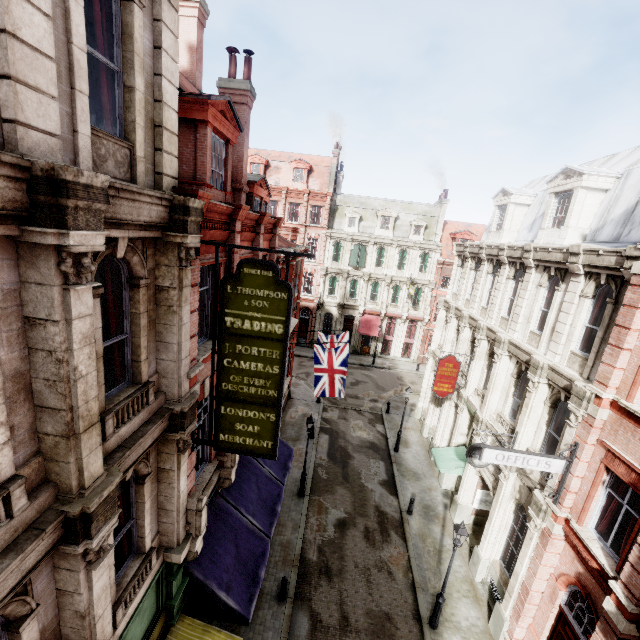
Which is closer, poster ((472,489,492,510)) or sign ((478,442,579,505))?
sign ((478,442,579,505))

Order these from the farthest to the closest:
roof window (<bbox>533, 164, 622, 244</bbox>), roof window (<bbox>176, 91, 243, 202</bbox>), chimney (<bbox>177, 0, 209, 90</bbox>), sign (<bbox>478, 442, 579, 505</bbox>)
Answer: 1. roof window (<bbox>533, 164, 622, 244</bbox>)
2. chimney (<bbox>177, 0, 209, 90</bbox>)
3. sign (<bbox>478, 442, 579, 505</bbox>)
4. roof window (<bbox>176, 91, 243, 202</bbox>)

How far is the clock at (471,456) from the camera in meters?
12.6

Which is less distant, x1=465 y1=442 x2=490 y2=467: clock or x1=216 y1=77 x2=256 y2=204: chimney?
x1=216 y1=77 x2=256 y2=204: chimney

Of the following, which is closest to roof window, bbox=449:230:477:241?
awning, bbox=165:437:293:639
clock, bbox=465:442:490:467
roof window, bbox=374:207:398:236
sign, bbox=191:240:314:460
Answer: roof window, bbox=374:207:398:236

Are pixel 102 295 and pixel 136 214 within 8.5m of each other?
yes

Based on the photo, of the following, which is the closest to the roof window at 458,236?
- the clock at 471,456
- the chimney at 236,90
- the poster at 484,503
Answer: the poster at 484,503

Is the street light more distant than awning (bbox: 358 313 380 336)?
No
